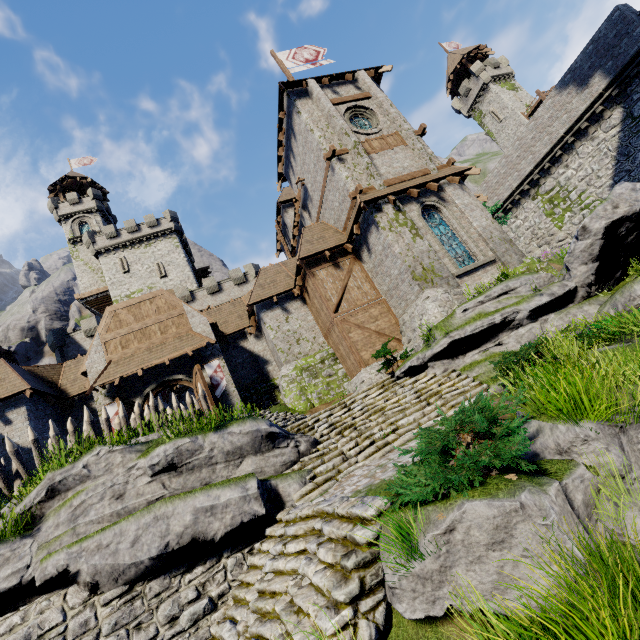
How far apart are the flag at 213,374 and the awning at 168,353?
0.8m

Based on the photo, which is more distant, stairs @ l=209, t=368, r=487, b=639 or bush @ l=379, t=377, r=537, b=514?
stairs @ l=209, t=368, r=487, b=639

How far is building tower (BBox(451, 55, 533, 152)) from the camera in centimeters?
Result: 4528cm

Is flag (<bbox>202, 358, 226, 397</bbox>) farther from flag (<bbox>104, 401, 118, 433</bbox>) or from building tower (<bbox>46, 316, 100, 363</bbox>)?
building tower (<bbox>46, 316, 100, 363</bbox>)

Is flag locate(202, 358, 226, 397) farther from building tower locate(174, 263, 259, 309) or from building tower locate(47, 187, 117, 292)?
building tower locate(47, 187, 117, 292)

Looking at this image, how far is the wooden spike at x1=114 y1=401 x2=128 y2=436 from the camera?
11.16m

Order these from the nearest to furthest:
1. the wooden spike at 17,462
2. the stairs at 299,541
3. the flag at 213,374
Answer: the stairs at 299,541 → the wooden spike at 17,462 → the flag at 213,374

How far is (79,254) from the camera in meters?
43.2 m
